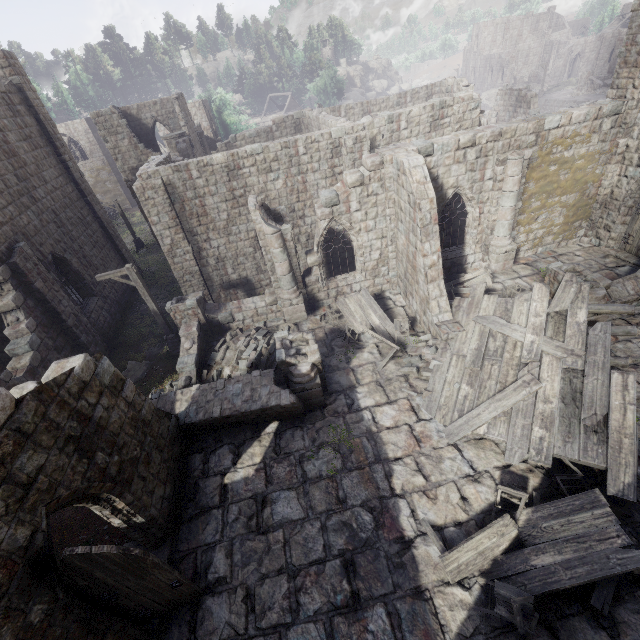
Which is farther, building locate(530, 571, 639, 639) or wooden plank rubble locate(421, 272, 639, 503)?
wooden plank rubble locate(421, 272, 639, 503)

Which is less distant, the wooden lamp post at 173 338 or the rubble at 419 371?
the rubble at 419 371

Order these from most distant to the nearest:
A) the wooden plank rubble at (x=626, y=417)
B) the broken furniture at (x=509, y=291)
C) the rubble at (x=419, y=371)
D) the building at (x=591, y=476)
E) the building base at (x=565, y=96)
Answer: the building base at (x=565, y=96) < the broken furniture at (x=509, y=291) < the rubble at (x=419, y=371) < the wooden plank rubble at (x=626, y=417) < the building at (x=591, y=476)

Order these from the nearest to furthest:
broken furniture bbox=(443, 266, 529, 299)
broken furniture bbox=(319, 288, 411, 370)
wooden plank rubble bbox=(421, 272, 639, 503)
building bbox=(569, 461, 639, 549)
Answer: building bbox=(569, 461, 639, 549) → wooden plank rubble bbox=(421, 272, 639, 503) → broken furniture bbox=(319, 288, 411, 370) → broken furniture bbox=(443, 266, 529, 299)

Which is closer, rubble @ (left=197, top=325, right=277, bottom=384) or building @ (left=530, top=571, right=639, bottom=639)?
building @ (left=530, top=571, right=639, bottom=639)

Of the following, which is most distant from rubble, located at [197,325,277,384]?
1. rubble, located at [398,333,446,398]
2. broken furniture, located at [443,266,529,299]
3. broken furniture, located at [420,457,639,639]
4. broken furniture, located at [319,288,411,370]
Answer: broken furniture, located at [420,457,639,639]

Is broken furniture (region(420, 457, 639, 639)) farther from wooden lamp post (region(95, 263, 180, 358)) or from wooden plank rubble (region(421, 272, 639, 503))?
wooden lamp post (region(95, 263, 180, 358))

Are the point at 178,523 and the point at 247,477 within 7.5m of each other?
yes
